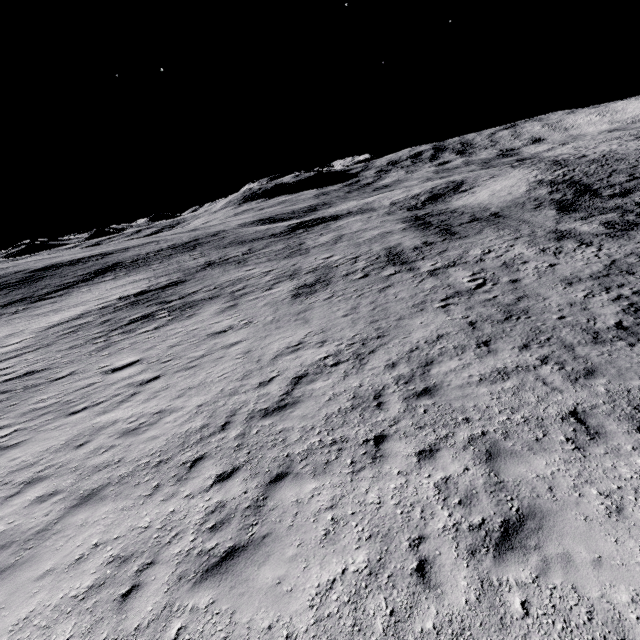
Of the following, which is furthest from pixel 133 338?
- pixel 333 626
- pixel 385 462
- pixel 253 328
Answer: pixel 333 626
